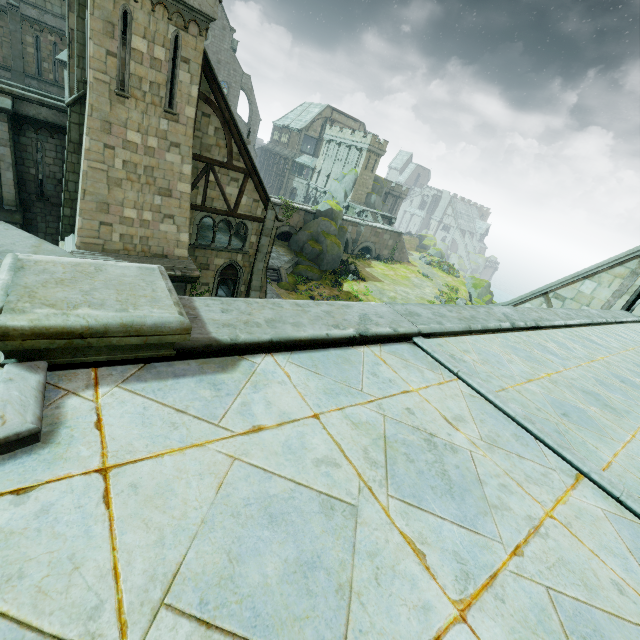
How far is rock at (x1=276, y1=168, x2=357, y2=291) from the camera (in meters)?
36.78

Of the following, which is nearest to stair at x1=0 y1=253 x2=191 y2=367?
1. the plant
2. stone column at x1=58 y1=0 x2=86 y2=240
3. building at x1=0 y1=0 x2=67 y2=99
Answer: stone column at x1=58 y1=0 x2=86 y2=240

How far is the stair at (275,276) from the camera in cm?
3203

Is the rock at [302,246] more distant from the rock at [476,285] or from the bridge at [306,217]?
the rock at [476,285]

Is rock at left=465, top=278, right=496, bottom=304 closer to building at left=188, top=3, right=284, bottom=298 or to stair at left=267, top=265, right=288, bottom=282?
stair at left=267, top=265, right=288, bottom=282

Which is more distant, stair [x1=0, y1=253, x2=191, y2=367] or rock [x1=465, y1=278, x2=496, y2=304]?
rock [x1=465, y1=278, x2=496, y2=304]

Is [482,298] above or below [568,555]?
below

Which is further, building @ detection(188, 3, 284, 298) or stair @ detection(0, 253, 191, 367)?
building @ detection(188, 3, 284, 298)
